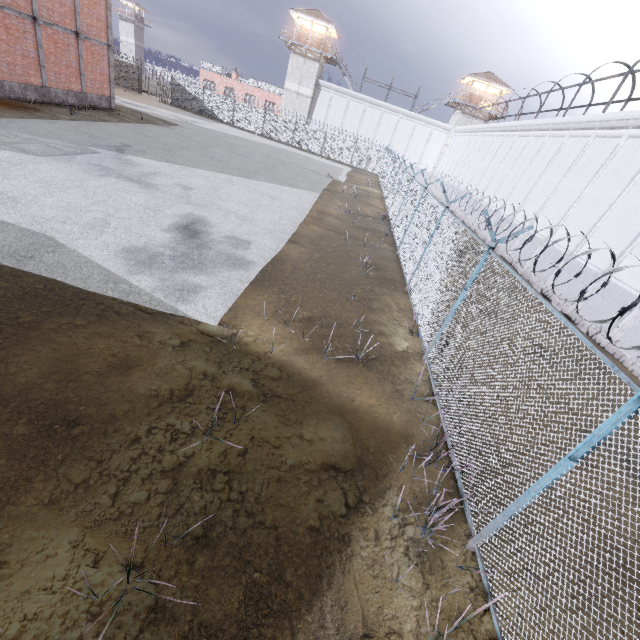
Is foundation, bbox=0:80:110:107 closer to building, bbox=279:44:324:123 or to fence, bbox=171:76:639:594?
fence, bbox=171:76:639:594

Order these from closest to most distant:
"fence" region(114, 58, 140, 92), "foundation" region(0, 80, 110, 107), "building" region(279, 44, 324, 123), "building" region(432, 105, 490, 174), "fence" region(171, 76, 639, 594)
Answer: "fence" region(171, 76, 639, 594)
"foundation" region(0, 80, 110, 107)
"fence" region(114, 58, 140, 92)
"building" region(279, 44, 324, 123)
"building" region(432, 105, 490, 174)

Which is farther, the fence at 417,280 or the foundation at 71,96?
the foundation at 71,96

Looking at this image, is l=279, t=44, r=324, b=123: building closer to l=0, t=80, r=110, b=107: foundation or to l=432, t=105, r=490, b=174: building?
l=432, t=105, r=490, b=174: building

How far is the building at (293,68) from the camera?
42.55m

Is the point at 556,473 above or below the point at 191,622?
above

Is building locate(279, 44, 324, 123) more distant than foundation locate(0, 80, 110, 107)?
Yes

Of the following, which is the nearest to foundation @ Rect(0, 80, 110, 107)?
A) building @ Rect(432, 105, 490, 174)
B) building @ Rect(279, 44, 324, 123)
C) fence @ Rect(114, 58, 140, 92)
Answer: fence @ Rect(114, 58, 140, 92)
